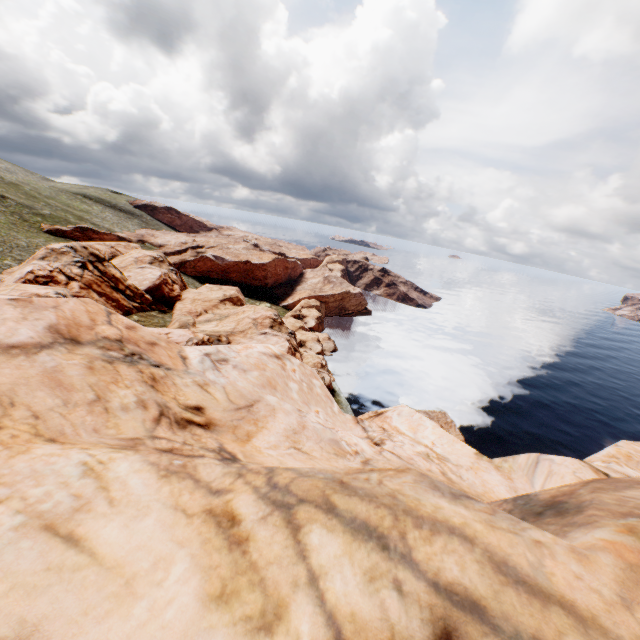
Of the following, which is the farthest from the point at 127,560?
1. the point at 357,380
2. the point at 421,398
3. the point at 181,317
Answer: the point at 421,398
